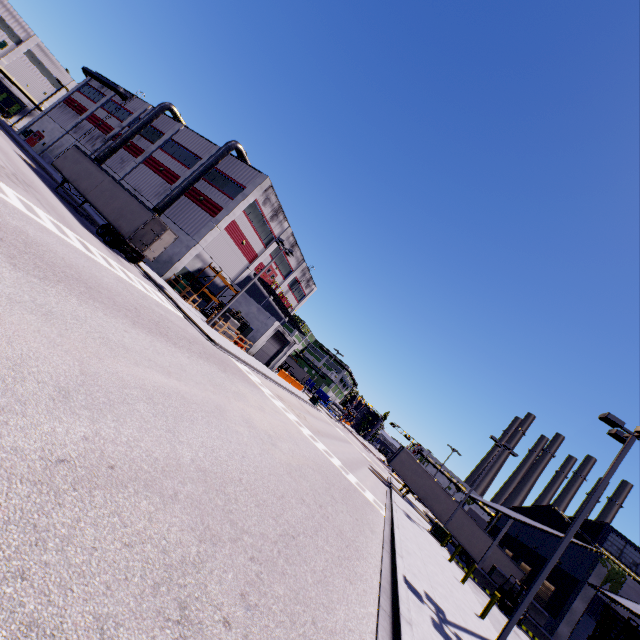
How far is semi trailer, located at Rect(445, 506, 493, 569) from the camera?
32.2 meters

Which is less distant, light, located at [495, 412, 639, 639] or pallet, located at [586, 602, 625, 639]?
light, located at [495, 412, 639, 639]

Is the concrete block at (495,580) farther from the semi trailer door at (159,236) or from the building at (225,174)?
the semi trailer door at (159,236)

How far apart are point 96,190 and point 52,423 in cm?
2849

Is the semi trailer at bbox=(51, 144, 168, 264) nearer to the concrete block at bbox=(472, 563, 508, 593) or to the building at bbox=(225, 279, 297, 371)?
the building at bbox=(225, 279, 297, 371)

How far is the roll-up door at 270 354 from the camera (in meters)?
38.14

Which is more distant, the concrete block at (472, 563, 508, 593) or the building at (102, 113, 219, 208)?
the building at (102, 113, 219, 208)

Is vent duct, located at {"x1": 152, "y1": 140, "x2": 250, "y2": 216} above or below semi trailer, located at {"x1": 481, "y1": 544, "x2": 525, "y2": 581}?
above
